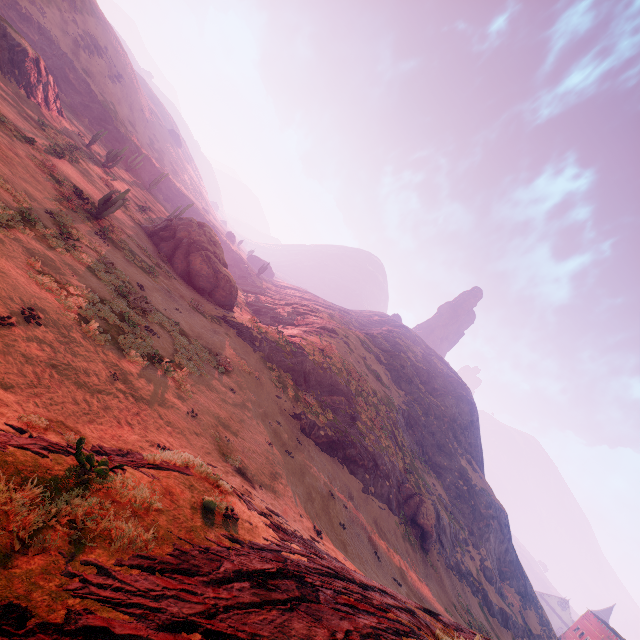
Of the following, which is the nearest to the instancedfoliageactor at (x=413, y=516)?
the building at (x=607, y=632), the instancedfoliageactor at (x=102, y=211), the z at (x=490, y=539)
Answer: the z at (x=490, y=539)

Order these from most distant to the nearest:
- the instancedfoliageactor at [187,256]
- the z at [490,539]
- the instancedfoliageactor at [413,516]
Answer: the instancedfoliageactor at [187,256], the instancedfoliageactor at [413,516], the z at [490,539]

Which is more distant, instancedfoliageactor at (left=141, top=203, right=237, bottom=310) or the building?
the building

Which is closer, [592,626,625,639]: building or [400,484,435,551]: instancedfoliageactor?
[400,484,435,551]: instancedfoliageactor

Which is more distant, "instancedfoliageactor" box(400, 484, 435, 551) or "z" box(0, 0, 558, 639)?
"instancedfoliageactor" box(400, 484, 435, 551)

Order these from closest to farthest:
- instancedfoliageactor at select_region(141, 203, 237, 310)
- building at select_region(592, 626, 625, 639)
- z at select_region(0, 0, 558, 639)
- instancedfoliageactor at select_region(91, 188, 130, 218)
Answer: z at select_region(0, 0, 558, 639), instancedfoliageactor at select_region(91, 188, 130, 218), instancedfoliageactor at select_region(141, 203, 237, 310), building at select_region(592, 626, 625, 639)

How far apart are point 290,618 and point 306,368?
27.2 meters

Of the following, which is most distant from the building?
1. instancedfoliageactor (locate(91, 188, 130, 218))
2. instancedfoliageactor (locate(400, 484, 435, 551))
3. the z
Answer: instancedfoliageactor (locate(91, 188, 130, 218))
